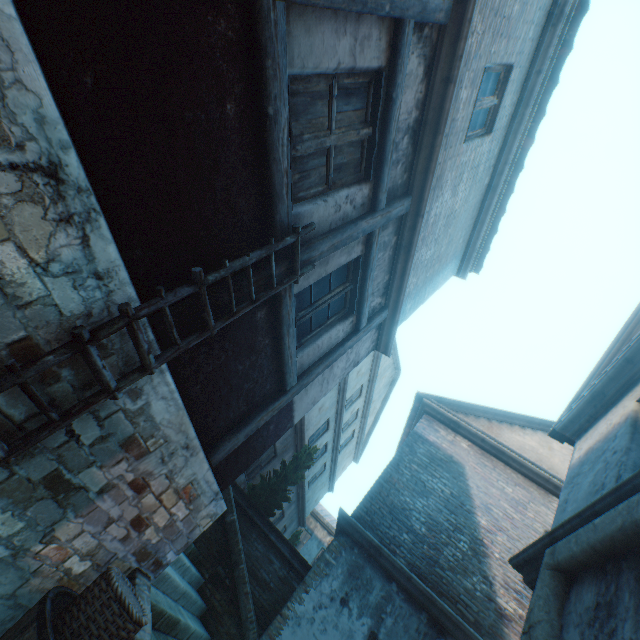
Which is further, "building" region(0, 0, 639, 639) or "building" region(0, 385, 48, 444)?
"building" region(0, 0, 639, 639)

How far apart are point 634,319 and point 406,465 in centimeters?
567cm

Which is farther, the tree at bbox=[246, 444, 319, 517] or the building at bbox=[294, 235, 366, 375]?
the tree at bbox=[246, 444, 319, 517]

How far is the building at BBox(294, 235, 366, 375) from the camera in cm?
388

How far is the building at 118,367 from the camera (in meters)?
2.05

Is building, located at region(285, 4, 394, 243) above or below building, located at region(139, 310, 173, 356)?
above
